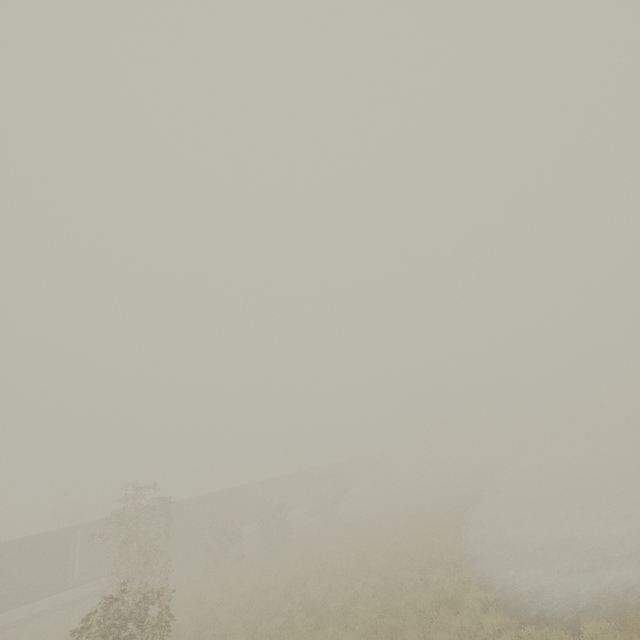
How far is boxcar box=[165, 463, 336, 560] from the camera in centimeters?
2842cm

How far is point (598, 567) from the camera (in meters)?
11.12

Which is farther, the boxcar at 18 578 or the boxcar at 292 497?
the boxcar at 292 497

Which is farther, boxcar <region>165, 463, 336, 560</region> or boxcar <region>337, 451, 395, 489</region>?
boxcar <region>337, 451, 395, 489</region>
